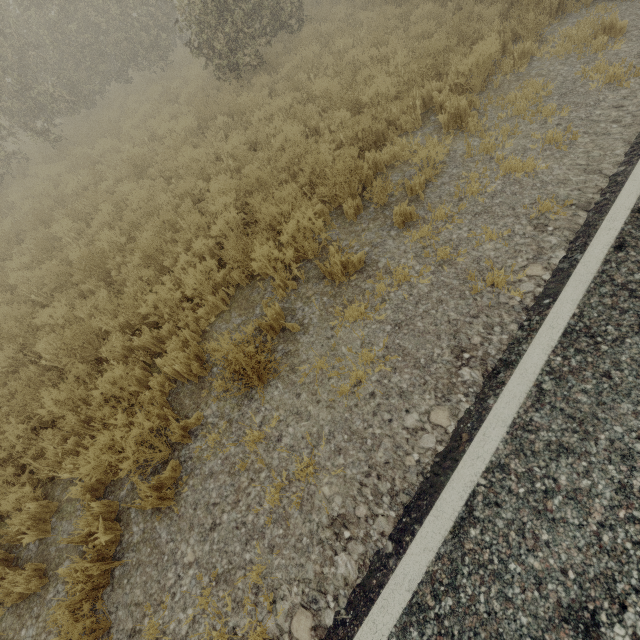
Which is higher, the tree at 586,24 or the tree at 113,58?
the tree at 113,58

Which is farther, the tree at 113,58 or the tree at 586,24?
the tree at 113,58

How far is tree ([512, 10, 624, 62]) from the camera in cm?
545

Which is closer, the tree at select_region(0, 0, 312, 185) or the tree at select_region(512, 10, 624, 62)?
the tree at select_region(512, 10, 624, 62)

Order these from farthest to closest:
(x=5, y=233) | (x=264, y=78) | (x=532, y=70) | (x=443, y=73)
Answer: (x=264, y=78)
(x=5, y=233)
(x=443, y=73)
(x=532, y=70)

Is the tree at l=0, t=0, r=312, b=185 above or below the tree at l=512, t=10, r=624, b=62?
above
